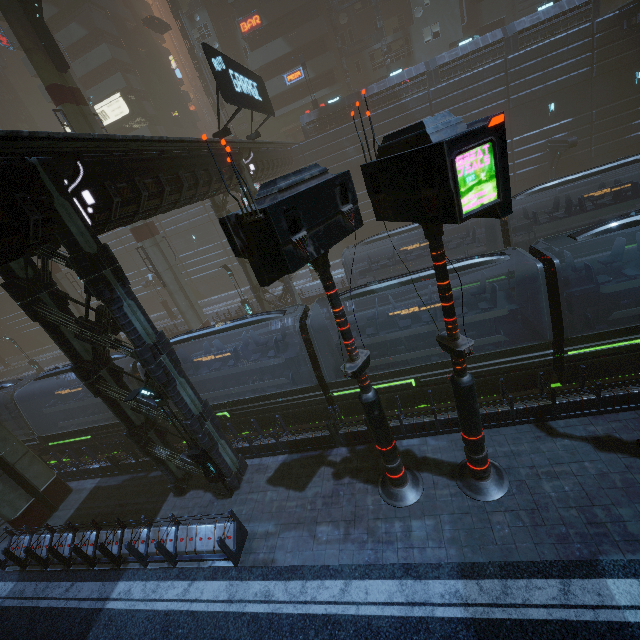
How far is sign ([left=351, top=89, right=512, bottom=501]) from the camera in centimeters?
479cm

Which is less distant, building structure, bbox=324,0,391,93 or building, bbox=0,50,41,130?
building structure, bbox=324,0,391,93

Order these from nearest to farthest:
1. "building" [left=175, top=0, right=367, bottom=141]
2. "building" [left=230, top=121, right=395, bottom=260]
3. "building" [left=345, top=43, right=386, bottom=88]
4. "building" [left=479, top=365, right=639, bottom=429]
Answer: "building" [left=479, top=365, right=639, bottom=429], "building" [left=230, top=121, right=395, bottom=260], "building" [left=175, top=0, right=367, bottom=141], "building" [left=345, top=43, right=386, bottom=88]

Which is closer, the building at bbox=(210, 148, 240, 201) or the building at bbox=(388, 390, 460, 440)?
the building at bbox=(388, 390, 460, 440)

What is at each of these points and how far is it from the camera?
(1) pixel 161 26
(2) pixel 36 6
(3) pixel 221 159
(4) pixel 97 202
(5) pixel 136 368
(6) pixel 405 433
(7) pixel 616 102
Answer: (1) car, 43.2m
(2) building structure, 18.7m
(3) building, 16.2m
(4) building, 8.9m
(5) train, 14.8m
(6) building, 11.6m
(7) building, 25.9m

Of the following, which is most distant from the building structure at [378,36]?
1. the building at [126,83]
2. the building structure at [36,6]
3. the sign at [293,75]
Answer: the building structure at [36,6]

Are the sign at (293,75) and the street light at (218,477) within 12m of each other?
no

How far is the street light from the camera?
9.9m
